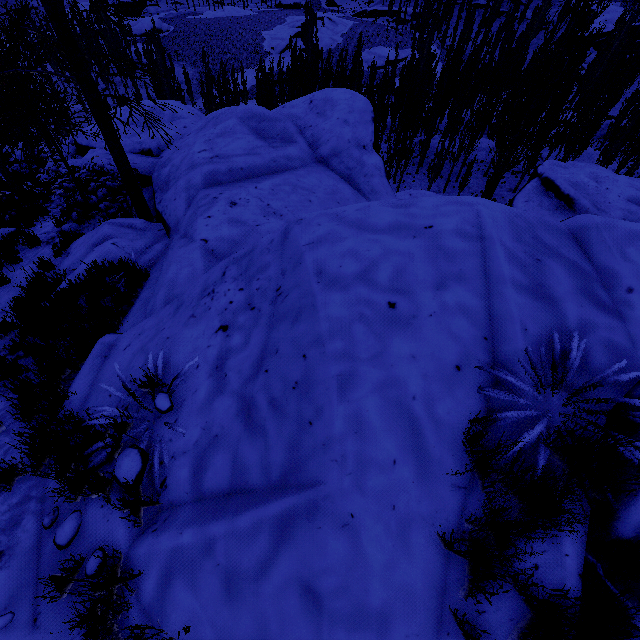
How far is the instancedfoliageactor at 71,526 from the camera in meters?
2.4 m

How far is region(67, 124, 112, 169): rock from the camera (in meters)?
11.70

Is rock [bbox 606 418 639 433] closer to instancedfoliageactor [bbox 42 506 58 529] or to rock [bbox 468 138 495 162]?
instancedfoliageactor [bbox 42 506 58 529]

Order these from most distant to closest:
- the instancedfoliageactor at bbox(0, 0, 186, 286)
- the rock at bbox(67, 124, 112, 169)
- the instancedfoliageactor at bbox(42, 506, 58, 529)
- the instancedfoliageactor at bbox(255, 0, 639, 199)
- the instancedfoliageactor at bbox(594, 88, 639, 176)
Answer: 1. the instancedfoliageactor at bbox(594, 88, 639, 176)
2. the instancedfoliageactor at bbox(255, 0, 639, 199)
3. the rock at bbox(67, 124, 112, 169)
4. the instancedfoliageactor at bbox(0, 0, 186, 286)
5. the instancedfoliageactor at bbox(42, 506, 58, 529)

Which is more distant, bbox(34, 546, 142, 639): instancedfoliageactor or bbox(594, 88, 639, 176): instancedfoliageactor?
bbox(594, 88, 639, 176): instancedfoliageactor

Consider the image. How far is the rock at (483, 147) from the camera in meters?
37.3 m

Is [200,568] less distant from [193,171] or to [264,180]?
[264,180]

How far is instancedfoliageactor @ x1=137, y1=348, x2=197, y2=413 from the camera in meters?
2.7
